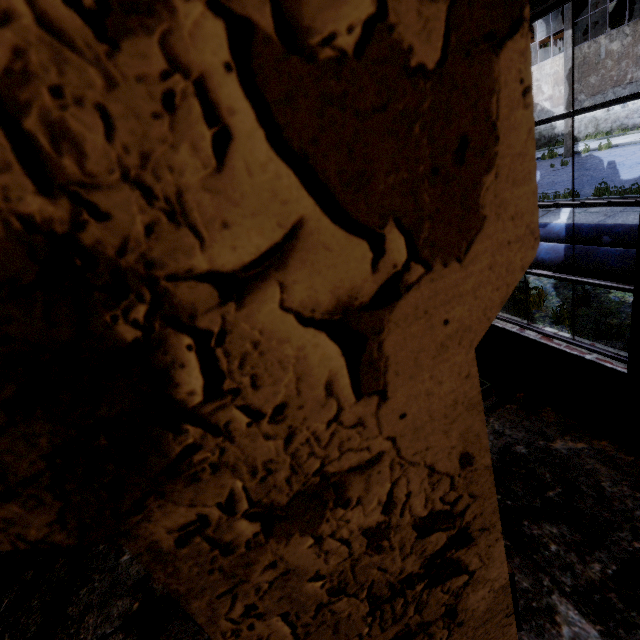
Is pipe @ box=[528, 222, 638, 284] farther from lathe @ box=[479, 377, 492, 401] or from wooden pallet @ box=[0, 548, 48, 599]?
wooden pallet @ box=[0, 548, 48, 599]

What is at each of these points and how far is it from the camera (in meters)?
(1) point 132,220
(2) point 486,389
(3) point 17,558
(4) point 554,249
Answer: (1) column beam, 0.30
(2) lathe, 3.74
(3) wooden pallet, 4.73
(4) pipe, 5.59

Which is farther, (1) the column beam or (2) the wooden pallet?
(2) the wooden pallet

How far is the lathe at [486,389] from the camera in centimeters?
374cm

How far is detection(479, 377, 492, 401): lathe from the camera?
3.7 meters

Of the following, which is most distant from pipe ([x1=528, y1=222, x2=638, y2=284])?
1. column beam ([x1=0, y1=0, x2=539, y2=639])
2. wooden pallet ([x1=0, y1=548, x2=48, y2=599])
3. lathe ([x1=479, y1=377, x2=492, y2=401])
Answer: wooden pallet ([x1=0, y1=548, x2=48, y2=599])

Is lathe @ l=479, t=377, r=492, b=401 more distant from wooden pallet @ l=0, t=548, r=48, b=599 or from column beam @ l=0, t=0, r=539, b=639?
wooden pallet @ l=0, t=548, r=48, b=599

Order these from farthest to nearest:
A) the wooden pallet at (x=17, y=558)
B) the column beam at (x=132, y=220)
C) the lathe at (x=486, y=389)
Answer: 1. the wooden pallet at (x=17, y=558)
2. the lathe at (x=486, y=389)
3. the column beam at (x=132, y=220)
